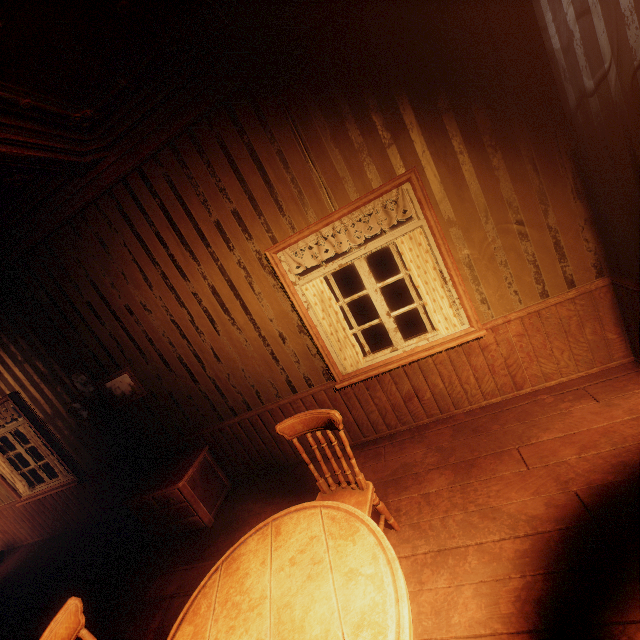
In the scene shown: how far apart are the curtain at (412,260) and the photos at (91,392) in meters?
3.5

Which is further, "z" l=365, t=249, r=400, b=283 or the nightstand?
"z" l=365, t=249, r=400, b=283

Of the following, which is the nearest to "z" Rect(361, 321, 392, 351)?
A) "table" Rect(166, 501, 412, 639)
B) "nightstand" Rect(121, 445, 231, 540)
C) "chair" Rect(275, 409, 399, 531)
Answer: "nightstand" Rect(121, 445, 231, 540)

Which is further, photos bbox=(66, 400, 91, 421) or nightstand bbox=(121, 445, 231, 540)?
photos bbox=(66, 400, 91, 421)

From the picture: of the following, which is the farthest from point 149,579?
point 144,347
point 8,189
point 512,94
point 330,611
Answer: point 512,94

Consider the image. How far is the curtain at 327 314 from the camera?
3.25m

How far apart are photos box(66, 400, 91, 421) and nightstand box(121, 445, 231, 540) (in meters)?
1.00

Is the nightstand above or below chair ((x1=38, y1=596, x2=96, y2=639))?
below
